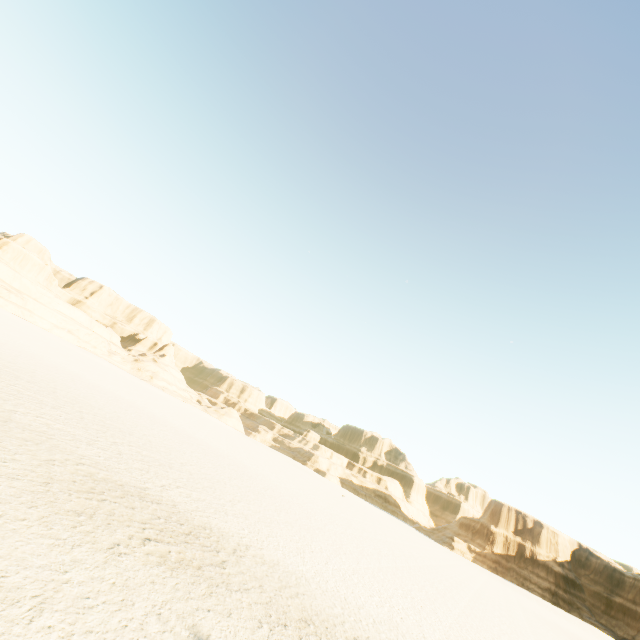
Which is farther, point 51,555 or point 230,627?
point 230,627
